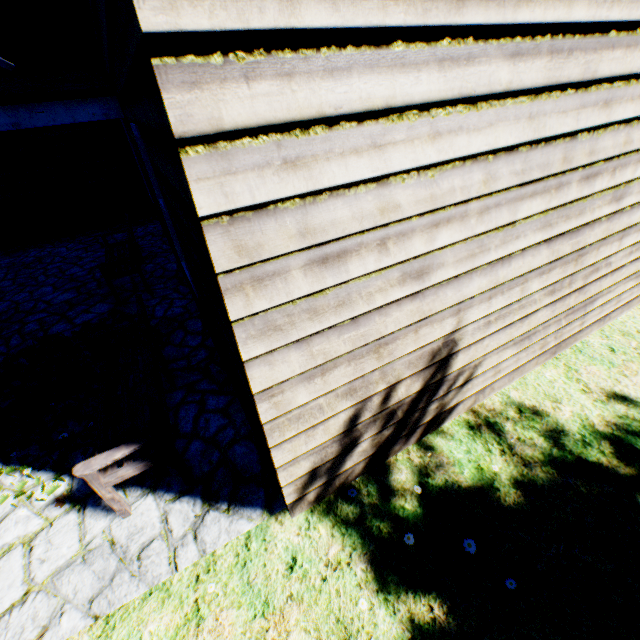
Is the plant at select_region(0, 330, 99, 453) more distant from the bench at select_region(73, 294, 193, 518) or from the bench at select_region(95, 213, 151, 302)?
the bench at select_region(95, 213, 151, 302)

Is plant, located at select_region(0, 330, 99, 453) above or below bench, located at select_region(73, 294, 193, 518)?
below

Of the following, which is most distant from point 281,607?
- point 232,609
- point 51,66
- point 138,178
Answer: point 138,178

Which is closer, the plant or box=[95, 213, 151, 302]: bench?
the plant

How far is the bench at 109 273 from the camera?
5.2m

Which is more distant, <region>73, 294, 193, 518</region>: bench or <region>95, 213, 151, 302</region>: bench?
<region>95, 213, 151, 302</region>: bench

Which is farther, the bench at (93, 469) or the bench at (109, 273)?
the bench at (109, 273)
